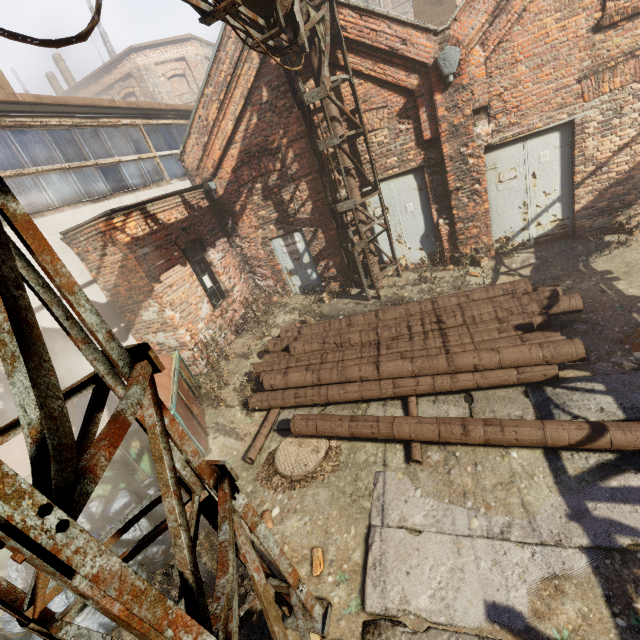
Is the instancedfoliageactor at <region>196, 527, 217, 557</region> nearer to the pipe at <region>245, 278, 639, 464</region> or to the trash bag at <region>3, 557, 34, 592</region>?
the trash bag at <region>3, 557, 34, 592</region>

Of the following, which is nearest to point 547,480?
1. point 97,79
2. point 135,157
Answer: point 135,157

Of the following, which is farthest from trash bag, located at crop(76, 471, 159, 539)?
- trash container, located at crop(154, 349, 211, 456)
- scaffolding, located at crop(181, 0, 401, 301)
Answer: scaffolding, located at crop(181, 0, 401, 301)

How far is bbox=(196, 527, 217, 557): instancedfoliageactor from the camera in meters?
3.7 m

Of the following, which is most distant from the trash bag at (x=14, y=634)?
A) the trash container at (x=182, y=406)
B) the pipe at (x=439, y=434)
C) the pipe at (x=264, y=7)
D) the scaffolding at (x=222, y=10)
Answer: the pipe at (x=264, y=7)

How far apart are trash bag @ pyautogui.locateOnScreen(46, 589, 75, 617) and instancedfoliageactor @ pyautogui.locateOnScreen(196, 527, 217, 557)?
0.29m

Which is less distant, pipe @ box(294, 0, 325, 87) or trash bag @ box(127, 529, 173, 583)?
trash bag @ box(127, 529, 173, 583)

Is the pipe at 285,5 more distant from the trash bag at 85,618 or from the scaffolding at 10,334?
the trash bag at 85,618
